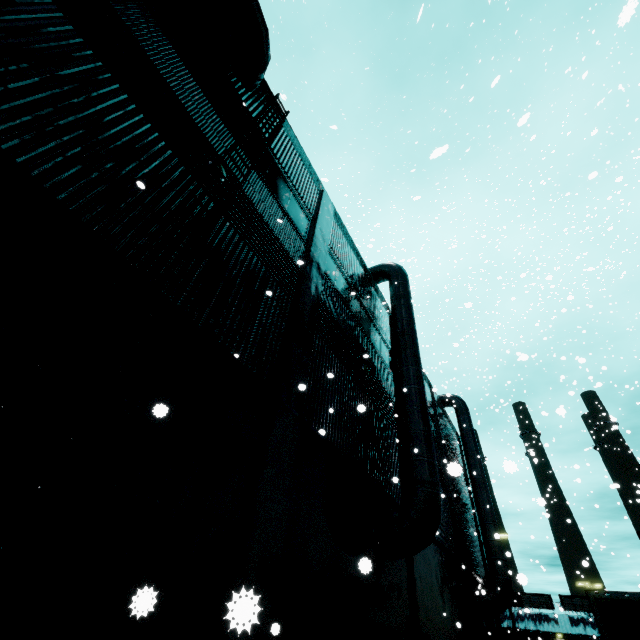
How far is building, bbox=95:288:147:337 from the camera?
4.14m

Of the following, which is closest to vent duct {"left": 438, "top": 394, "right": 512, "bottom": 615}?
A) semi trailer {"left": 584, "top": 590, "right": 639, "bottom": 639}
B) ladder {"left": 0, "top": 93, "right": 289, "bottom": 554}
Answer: semi trailer {"left": 584, "top": 590, "right": 639, "bottom": 639}

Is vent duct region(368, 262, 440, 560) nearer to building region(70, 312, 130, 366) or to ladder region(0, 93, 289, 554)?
building region(70, 312, 130, 366)

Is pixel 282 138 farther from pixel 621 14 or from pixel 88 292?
pixel 621 14

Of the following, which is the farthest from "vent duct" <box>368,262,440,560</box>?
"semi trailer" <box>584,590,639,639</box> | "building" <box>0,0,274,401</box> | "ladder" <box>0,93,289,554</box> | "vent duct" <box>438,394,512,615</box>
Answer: "vent duct" <box>438,394,512,615</box>

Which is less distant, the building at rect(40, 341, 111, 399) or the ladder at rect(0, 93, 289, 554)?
the ladder at rect(0, 93, 289, 554)

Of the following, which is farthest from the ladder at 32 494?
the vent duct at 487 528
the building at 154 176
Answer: the vent duct at 487 528

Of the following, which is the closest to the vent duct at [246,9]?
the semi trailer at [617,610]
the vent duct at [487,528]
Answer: the semi trailer at [617,610]
